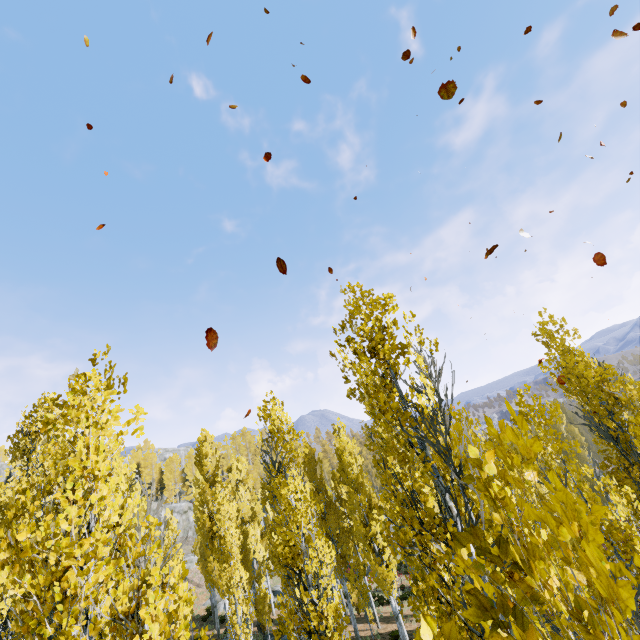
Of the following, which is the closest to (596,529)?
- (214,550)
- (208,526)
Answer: (214,550)

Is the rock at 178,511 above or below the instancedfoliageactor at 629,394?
above

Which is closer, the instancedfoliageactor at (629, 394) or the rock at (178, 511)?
the instancedfoliageactor at (629, 394)

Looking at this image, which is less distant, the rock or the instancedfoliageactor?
the instancedfoliageactor

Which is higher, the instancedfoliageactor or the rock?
the rock

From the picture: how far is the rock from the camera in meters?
44.5 m
